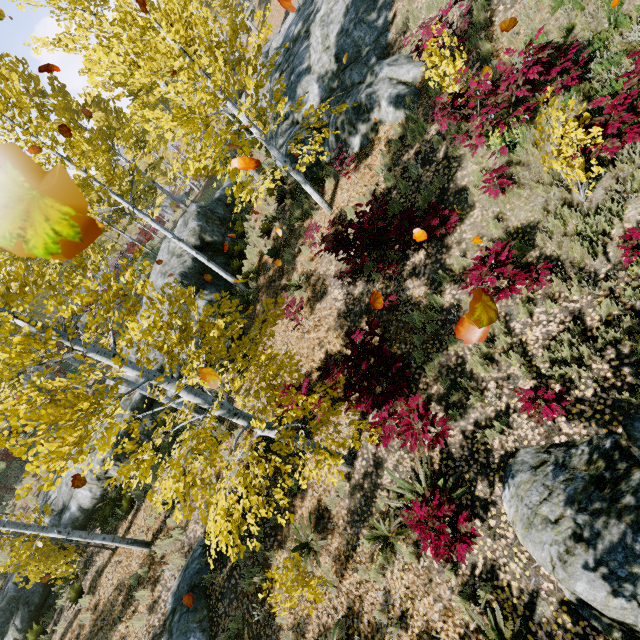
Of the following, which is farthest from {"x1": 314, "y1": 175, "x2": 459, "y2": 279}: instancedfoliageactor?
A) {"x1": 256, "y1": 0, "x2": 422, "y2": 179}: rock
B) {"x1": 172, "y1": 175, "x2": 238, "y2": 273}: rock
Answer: {"x1": 256, "y1": 0, "x2": 422, "y2": 179}: rock

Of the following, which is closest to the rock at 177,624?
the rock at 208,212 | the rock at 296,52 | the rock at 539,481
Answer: the rock at 208,212

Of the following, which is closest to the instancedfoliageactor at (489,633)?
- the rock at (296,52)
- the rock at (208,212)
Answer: the rock at (208,212)

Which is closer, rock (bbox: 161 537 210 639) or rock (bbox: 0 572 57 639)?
rock (bbox: 161 537 210 639)

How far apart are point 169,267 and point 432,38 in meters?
12.3

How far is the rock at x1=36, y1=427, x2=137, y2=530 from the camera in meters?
11.4 m

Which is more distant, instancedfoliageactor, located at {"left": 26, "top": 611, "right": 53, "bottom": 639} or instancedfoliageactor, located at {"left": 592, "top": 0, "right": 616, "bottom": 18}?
instancedfoliageactor, located at {"left": 26, "top": 611, "right": 53, "bottom": 639}
